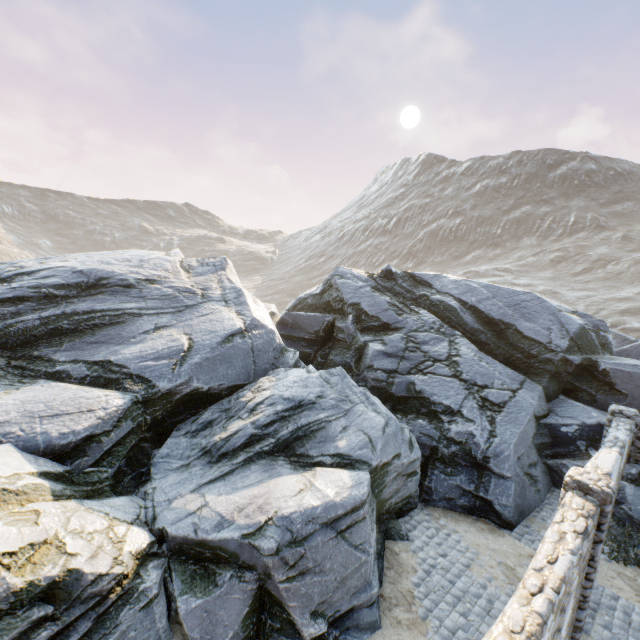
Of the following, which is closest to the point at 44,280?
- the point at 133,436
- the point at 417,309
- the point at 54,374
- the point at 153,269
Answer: the point at 153,269

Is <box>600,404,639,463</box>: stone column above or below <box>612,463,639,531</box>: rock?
above

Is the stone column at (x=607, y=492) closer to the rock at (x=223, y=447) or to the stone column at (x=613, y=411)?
the rock at (x=223, y=447)

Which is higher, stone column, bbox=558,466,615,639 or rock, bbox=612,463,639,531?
stone column, bbox=558,466,615,639

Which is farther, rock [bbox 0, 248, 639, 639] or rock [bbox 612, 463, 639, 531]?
rock [bbox 612, 463, 639, 531]

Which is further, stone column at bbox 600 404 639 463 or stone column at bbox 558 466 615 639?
stone column at bbox 600 404 639 463

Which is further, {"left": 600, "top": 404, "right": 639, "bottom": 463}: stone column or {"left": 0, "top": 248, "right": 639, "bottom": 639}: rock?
{"left": 600, "top": 404, "right": 639, "bottom": 463}: stone column
